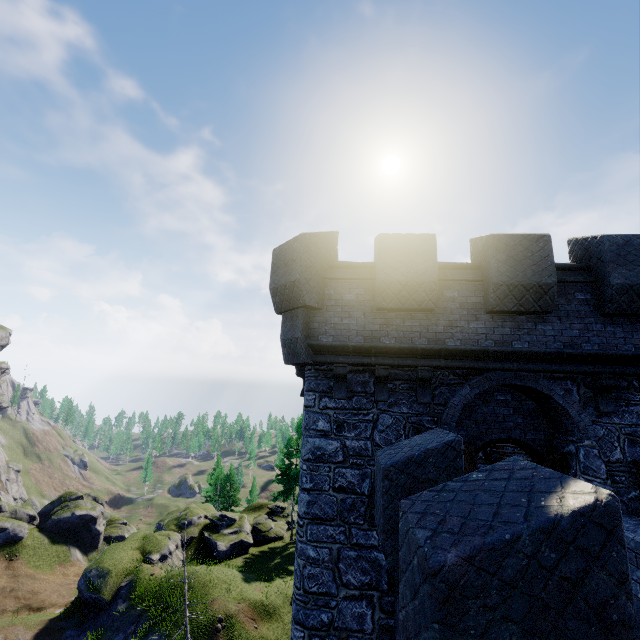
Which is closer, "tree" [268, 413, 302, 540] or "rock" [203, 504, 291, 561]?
"rock" [203, 504, 291, 561]

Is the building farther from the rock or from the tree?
the rock

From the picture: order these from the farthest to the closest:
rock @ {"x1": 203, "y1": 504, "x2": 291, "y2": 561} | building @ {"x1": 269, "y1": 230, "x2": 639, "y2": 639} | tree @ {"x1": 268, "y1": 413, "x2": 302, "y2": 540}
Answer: tree @ {"x1": 268, "y1": 413, "x2": 302, "y2": 540}
rock @ {"x1": 203, "y1": 504, "x2": 291, "y2": 561}
building @ {"x1": 269, "y1": 230, "x2": 639, "y2": 639}

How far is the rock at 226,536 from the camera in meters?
28.8

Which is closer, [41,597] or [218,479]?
[41,597]

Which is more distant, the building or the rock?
the rock

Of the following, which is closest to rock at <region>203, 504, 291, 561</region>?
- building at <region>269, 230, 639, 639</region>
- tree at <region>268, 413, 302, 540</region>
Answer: tree at <region>268, 413, 302, 540</region>

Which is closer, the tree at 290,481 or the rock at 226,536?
the rock at 226,536
